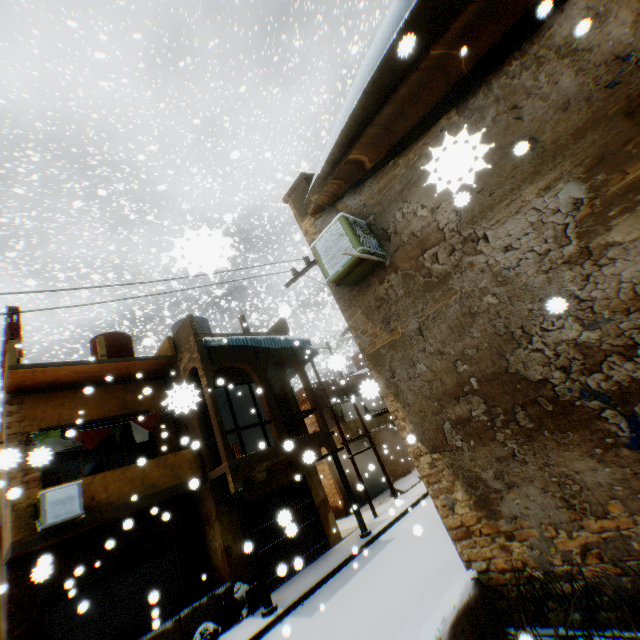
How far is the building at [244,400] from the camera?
17.1 meters

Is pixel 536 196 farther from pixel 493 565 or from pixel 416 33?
pixel 493 565

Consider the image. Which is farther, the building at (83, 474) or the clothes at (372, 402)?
the building at (83, 474)

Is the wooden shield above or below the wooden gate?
above

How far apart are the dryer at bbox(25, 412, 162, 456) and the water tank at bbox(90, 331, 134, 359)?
3.0m

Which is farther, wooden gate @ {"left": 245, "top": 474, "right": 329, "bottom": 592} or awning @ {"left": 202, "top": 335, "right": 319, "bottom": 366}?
awning @ {"left": 202, "top": 335, "right": 319, "bottom": 366}

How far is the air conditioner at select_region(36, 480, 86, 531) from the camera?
7.7m

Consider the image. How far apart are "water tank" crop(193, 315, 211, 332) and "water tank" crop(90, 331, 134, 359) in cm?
189
